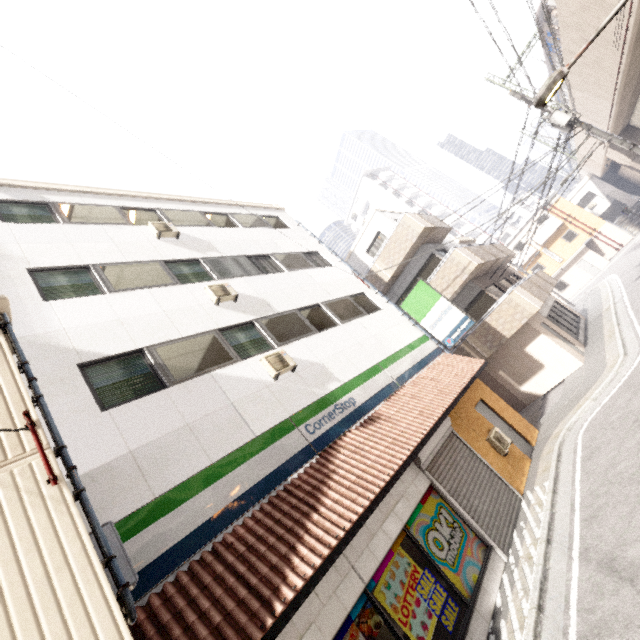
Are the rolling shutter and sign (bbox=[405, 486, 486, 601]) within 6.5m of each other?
yes

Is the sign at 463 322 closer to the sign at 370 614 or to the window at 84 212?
the sign at 370 614

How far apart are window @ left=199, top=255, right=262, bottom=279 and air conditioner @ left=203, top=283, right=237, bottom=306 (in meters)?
0.46

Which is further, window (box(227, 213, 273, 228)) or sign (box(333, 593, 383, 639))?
window (box(227, 213, 273, 228))

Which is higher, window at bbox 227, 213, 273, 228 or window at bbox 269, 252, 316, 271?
window at bbox 227, 213, 273, 228

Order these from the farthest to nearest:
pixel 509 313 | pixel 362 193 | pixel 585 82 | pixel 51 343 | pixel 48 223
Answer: pixel 362 193 → pixel 585 82 → pixel 509 313 → pixel 48 223 → pixel 51 343

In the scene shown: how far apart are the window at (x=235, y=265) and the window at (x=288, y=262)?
1.09m

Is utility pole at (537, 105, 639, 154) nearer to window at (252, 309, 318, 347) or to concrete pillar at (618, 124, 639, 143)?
window at (252, 309, 318, 347)
